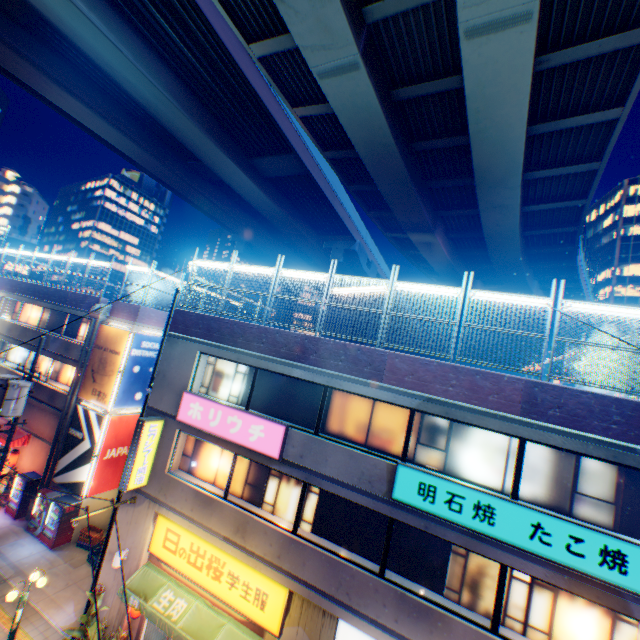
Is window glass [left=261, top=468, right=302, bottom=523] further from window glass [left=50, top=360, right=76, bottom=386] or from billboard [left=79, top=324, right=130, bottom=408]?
window glass [left=50, top=360, right=76, bottom=386]

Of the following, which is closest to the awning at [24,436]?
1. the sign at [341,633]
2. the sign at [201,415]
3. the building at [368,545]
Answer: the building at [368,545]

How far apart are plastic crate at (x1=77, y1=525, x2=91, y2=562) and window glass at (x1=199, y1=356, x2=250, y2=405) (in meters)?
10.70

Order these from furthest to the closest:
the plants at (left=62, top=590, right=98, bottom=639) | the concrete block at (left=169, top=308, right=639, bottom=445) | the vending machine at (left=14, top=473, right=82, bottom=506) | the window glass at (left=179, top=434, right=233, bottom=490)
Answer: the vending machine at (left=14, top=473, right=82, bottom=506), the window glass at (left=179, top=434, right=233, bottom=490), the plants at (left=62, top=590, right=98, bottom=639), the concrete block at (left=169, top=308, right=639, bottom=445)

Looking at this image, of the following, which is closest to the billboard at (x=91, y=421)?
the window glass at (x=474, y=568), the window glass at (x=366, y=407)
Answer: the window glass at (x=366, y=407)

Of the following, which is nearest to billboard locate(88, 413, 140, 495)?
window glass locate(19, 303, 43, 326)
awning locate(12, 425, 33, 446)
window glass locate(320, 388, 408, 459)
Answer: awning locate(12, 425, 33, 446)

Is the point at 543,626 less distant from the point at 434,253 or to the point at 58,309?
the point at 434,253

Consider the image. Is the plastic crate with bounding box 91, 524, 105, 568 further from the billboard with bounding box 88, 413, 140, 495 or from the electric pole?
the electric pole
